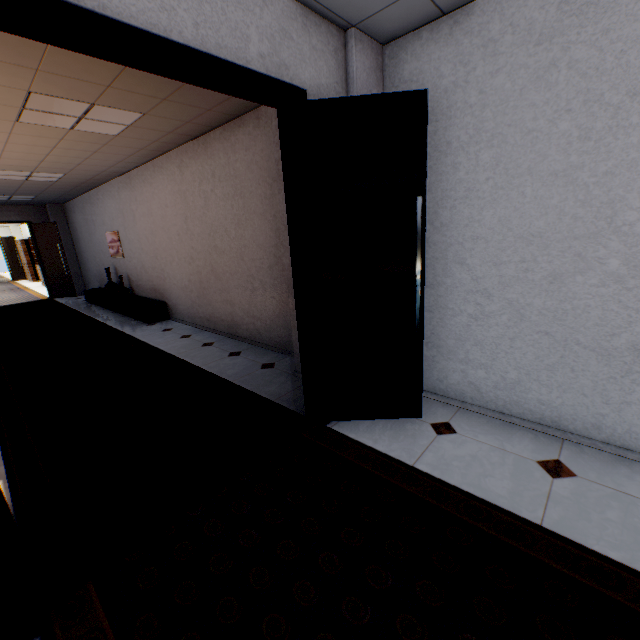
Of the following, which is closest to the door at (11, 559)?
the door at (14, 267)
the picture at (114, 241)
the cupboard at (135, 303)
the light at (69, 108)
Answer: the light at (69, 108)

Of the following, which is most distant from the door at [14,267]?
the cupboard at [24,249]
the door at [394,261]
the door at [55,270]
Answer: the door at [394,261]

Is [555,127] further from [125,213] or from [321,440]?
[125,213]

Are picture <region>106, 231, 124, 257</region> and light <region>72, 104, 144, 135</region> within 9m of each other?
yes

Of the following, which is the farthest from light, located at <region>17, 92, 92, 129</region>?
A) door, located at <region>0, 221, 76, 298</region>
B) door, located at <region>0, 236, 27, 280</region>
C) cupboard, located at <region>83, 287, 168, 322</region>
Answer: door, located at <region>0, 236, 27, 280</region>

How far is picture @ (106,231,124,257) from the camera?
7.75m

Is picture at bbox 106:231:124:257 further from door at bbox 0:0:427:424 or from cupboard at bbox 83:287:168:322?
door at bbox 0:0:427:424

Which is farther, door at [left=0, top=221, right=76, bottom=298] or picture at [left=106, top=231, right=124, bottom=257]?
door at [left=0, top=221, right=76, bottom=298]
